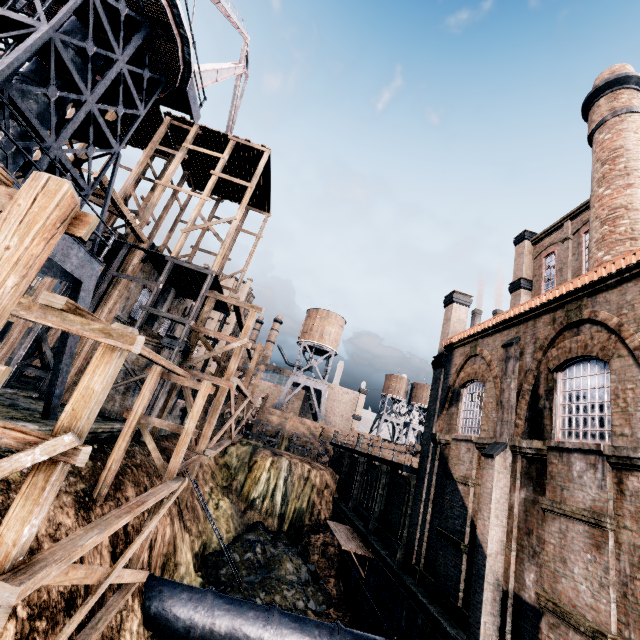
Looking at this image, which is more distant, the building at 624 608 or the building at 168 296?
the building at 168 296

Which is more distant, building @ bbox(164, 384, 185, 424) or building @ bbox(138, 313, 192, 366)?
building @ bbox(164, 384, 185, 424)

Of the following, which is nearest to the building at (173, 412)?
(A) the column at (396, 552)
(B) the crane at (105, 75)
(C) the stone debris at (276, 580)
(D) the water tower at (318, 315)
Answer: (A) the column at (396, 552)

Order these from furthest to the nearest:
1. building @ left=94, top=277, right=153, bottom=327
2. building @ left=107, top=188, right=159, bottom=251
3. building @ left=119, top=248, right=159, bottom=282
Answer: building @ left=119, top=248, right=159, bottom=282
building @ left=94, top=277, right=153, bottom=327
building @ left=107, top=188, right=159, bottom=251

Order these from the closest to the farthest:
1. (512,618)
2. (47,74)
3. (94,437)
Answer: (512,618) < (47,74) < (94,437)

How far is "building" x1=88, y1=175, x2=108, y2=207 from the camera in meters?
16.9
